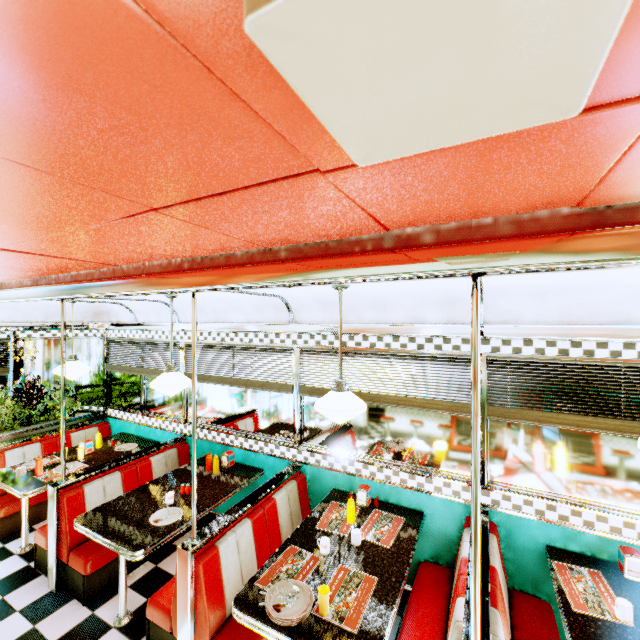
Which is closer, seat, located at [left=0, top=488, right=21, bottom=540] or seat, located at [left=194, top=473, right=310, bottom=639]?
seat, located at [left=194, top=473, right=310, bottom=639]

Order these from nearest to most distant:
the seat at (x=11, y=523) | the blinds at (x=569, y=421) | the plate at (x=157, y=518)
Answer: the blinds at (x=569, y=421)
the plate at (x=157, y=518)
the seat at (x=11, y=523)

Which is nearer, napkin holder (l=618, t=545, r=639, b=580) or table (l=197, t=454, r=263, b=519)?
napkin holder (l=618, t=545, r=639, b=580)

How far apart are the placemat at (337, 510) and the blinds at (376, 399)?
1.0 meters

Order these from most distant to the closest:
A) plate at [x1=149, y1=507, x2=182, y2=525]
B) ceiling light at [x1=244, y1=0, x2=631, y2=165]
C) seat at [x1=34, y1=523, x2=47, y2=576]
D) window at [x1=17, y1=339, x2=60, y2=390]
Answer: window at [x1=17, y1=339, x2=60, y2=390] < seat at [x1=34, y1=523, x2=47, y2=576] < plate at [x1=149, y1=507, x2=182, y2=525] < ceiling light at [x1=244, y1=0, x2=631, y2=165]

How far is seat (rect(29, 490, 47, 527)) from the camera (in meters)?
4.38

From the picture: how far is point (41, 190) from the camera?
0.97m

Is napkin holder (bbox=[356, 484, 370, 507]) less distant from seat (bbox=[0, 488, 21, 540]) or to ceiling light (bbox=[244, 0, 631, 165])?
ceiling light (bbox=[244, 0, 631, 165])
